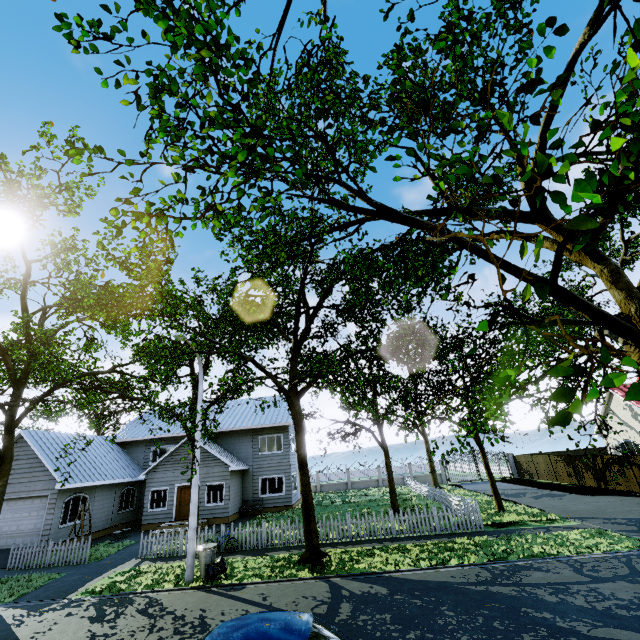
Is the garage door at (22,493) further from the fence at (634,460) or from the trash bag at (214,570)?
the trash bag at (214,570)

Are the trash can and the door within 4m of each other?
no

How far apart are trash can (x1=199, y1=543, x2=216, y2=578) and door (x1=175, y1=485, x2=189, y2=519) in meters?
11.1

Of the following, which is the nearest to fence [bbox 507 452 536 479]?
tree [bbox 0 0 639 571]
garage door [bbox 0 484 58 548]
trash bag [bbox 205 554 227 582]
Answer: tree [bbox 0 0 639 571]

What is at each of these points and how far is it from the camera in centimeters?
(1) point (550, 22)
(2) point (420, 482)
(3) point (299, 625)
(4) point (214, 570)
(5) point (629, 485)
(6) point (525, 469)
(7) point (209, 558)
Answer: (1) tree, 186cm
(2) fence, 3412cm
(3) car, 477cm
(4) trash bag, 1139cm
(5) fence, 2033cm
(6) fence, 3209cm
(7) trash can, 1169cm

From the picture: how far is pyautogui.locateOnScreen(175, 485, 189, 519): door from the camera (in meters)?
21.70

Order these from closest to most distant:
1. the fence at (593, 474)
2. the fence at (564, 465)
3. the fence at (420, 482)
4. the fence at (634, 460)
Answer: the fence at (420, 482) < the fence at (634, 460) < the fence at (593, 474) < the fence at (564, 465)
